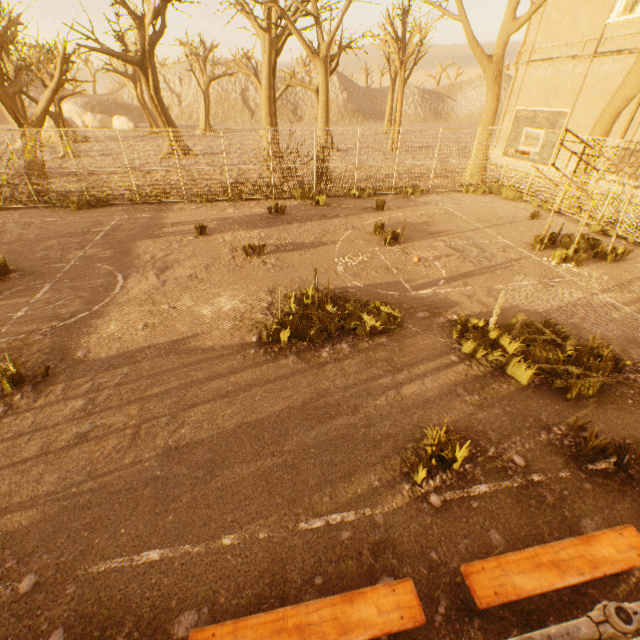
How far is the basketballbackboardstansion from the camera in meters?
7.5 m

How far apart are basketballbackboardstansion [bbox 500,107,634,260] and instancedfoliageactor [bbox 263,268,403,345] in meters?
5.0 m

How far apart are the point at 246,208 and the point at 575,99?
19.0m

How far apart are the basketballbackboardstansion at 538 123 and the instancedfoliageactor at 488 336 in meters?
3.9 m

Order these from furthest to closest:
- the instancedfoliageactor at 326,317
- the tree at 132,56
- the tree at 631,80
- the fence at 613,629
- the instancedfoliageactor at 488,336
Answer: the tree at 132,56
the tree at 631,80
the instancedfoliageactor at 326,317
the instancedfoliageactor at 488,336
the fence at 613,629

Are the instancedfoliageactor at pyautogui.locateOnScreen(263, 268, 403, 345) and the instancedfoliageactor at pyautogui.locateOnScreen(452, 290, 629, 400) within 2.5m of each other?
yes

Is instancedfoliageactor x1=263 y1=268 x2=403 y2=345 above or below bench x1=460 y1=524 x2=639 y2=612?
below

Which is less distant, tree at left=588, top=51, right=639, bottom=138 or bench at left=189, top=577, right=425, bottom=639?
bench at left=189, top=577, right=425, bottom=639
